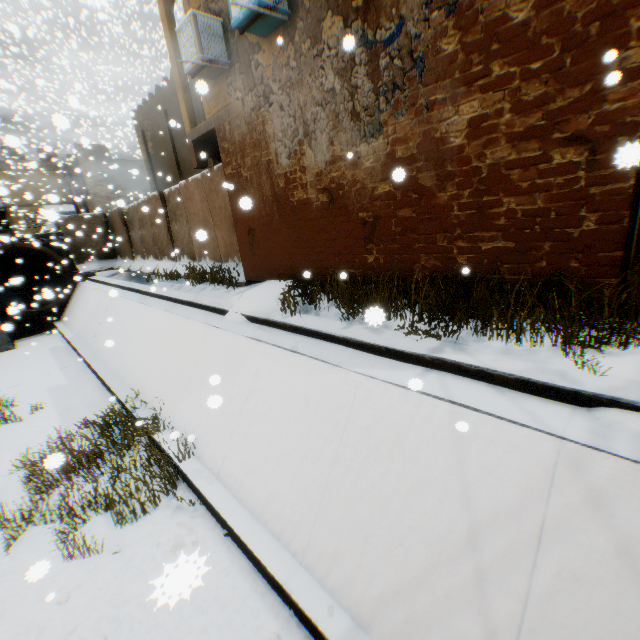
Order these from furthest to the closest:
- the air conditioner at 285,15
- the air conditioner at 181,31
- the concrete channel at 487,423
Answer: the air conditioner at 181,31 < the air conditioner at 285,15 < the concrete channel at 487,423

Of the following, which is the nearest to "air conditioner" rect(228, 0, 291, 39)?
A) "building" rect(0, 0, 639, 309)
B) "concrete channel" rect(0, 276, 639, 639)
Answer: "building" rect(0, 0, 639, 309)

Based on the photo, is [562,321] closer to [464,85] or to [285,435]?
[464,85]

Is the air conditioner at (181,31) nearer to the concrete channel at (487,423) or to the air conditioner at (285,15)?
the air conditioner at (285,15)

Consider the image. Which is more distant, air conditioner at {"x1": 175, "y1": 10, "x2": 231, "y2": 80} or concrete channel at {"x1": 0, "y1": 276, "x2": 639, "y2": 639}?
air conditioner at {"x1": 175, "y1": 10, "x2": 231, "y2": 80}

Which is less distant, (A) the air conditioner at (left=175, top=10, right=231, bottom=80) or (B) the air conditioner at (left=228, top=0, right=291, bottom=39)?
(B) the air conditioner at (left=228, top=0, right=291, bottom=39)

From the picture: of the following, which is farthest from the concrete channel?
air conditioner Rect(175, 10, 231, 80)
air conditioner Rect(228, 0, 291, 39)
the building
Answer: air conditioner Rect(175, 10, 231, 80)

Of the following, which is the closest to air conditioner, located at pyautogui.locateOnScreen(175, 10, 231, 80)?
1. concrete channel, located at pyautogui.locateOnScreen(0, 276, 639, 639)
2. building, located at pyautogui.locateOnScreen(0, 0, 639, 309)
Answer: building, located at pyautogui.locateOnScreen(0, 0, 639, 309)
